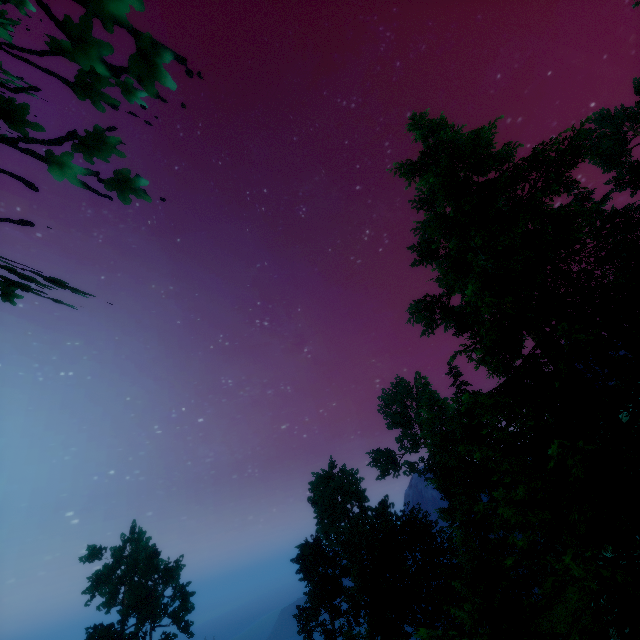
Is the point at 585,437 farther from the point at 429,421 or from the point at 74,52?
the point at 429,421

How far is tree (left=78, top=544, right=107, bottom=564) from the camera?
41.8 meters

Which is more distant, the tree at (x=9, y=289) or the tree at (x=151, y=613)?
the tree at (x=151, y=613)

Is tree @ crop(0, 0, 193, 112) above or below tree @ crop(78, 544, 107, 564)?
below

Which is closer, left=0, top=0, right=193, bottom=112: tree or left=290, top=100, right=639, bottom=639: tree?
left=0, top=0, right=193, bottom=112: tree

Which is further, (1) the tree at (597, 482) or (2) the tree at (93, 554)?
(2) the tree at (93, 554)
